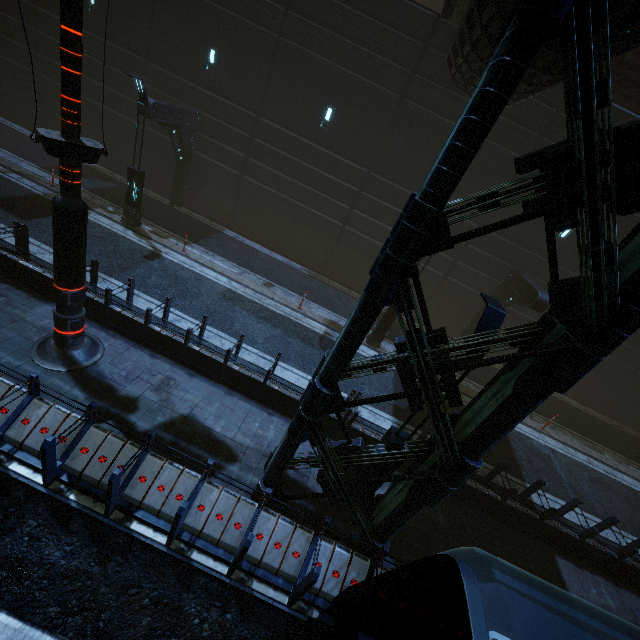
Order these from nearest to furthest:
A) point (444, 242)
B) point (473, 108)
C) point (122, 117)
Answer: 1. point (473, 108)
2. point (444, 242)
3. point (122, 117)

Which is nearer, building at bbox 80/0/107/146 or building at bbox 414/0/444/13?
building at bbox 80/0/107/146

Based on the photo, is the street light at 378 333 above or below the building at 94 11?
below

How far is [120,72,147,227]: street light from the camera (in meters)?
11.59

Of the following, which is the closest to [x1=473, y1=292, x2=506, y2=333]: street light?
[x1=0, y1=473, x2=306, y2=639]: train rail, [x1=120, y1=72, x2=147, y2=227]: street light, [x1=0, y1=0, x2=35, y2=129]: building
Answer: [x1=0, y1=0, x2=35, y2=129]: building

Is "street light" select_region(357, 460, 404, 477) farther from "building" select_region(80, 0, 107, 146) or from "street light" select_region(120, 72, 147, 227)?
"street light" select_region(120, 72, 147, 227)

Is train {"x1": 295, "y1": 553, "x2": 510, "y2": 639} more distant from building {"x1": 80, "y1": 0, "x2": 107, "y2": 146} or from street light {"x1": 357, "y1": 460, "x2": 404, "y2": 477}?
street light {"x1": 357, "y1": 460, "x2": 404, "y2": 477}

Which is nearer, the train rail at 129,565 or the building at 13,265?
the train rail at 129,565
